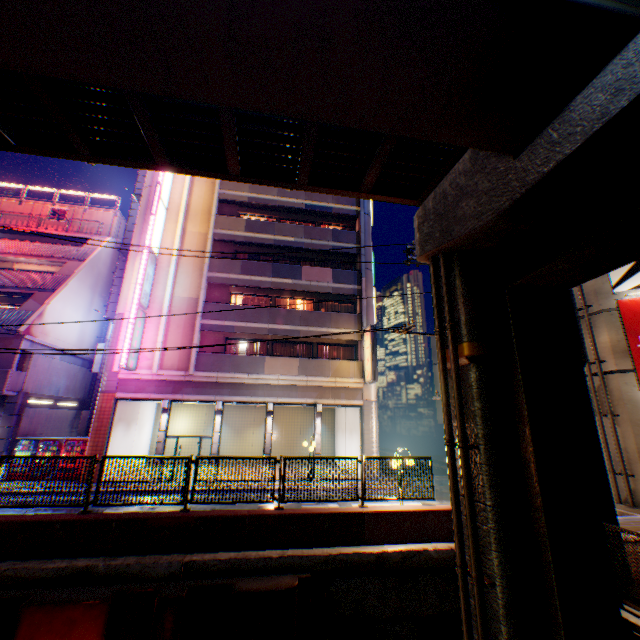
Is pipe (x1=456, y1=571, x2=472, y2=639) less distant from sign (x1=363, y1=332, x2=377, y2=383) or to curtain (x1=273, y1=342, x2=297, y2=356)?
sign (x1=363, y1=332, x2=377, y2=383)

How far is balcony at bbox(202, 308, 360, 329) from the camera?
19.70m

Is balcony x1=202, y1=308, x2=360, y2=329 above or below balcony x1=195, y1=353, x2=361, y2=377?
above

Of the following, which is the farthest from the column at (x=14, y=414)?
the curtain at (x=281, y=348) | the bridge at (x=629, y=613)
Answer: the bridge at (x=629, y=613)

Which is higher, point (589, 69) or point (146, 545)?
point (589, 69)

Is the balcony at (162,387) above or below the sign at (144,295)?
below

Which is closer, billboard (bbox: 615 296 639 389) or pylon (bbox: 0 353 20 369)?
billboard (bbox: 615 296 639 389)

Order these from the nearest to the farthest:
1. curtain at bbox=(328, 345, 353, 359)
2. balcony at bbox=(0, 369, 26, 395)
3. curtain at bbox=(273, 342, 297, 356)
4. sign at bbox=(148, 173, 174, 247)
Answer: balcony at bbox=(0, 369, 26, 395)
sign at bbox=(148, 173, 174, 247)
curtain at bbox=(273, 342, 297, 356)
curtain at bbox=(328, 345, 353, 359)
